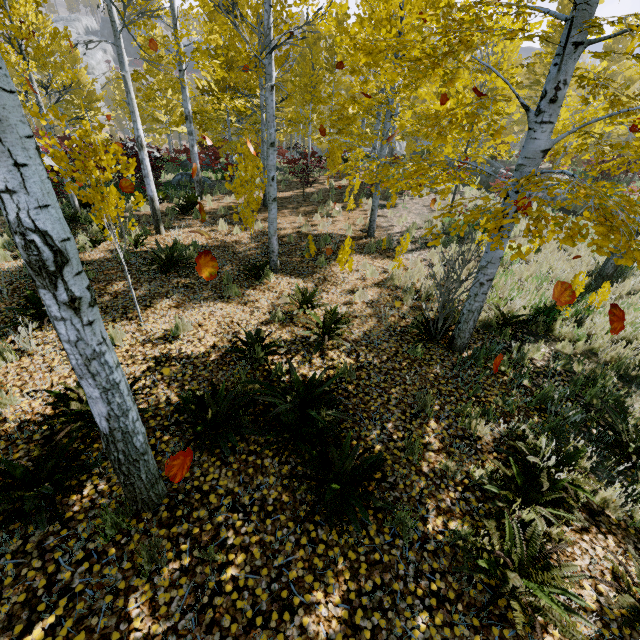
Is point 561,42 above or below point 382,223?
above

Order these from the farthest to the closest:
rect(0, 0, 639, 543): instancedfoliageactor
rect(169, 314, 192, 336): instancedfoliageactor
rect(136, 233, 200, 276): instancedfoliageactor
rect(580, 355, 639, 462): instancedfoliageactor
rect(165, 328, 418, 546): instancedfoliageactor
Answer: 1. rect(136, 233, 200, 276): instancedfoliageactor
2. rect(169, 314, 192, 336): instancedfoliageactor
3. rect(580, 355, 639, 462): instancedfoliageactor
4. rect(165, 328, 418, 546): instancedfoliageactor
5. rect(0, 0, 639, 543): instancedfoliageactor

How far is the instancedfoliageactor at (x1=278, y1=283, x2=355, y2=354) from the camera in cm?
527

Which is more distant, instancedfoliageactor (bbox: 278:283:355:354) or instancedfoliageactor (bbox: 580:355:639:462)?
instancedfoliageactor (bbox: 278:283:355:354)

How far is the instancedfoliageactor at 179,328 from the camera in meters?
5.2 m

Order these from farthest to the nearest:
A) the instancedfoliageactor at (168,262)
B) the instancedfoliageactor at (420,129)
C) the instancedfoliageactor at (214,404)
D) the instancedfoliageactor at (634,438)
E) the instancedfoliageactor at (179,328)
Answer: the instancedfoliageactor at (168,262)
the instancedfoliageactor at (179,328)
the instancedfoliageactor at (634,438)
the instancedfoliageactor at (214,404)
the instancedfoliageactor at (420,129)
